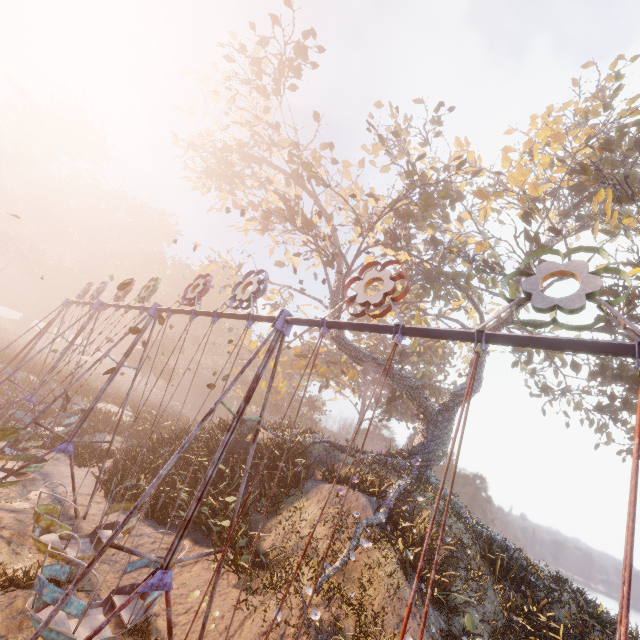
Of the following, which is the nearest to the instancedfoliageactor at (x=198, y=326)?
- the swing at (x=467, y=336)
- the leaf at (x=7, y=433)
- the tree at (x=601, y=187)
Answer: the swing at (x=467, y=336)

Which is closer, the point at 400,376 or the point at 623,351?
the point at 623,351

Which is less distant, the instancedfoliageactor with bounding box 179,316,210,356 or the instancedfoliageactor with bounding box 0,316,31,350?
the instancedfoliageactor with bounding box 0,316,31,350

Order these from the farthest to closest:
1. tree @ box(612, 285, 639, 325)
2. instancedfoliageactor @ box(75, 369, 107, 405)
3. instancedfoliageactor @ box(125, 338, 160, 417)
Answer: instancedfoliageactor @ box(125, 338, 160, 417)
instancedfoliageactor @ box(75, 369, 107, 405)
tree @ box(612, 285, 639, 325)

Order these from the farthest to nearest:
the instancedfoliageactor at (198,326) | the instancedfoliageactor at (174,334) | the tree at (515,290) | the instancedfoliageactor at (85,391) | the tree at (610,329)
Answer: the instancedfoliageactor at (198,326) → the instancedfoliageactor at (174,334) → the instancedfoliageactor at (85,391) → the tree at (515,290) → the tree at (610,329)

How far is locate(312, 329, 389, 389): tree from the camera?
19.1m

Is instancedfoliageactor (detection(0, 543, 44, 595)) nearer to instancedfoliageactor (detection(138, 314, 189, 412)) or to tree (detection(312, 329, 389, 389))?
tree (detection(312, 329, 389, 389))

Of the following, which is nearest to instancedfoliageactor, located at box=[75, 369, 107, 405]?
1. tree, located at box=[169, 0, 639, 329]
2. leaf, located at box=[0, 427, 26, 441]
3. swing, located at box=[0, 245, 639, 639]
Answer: swing, located at box=[0, 245, 639, 639]
